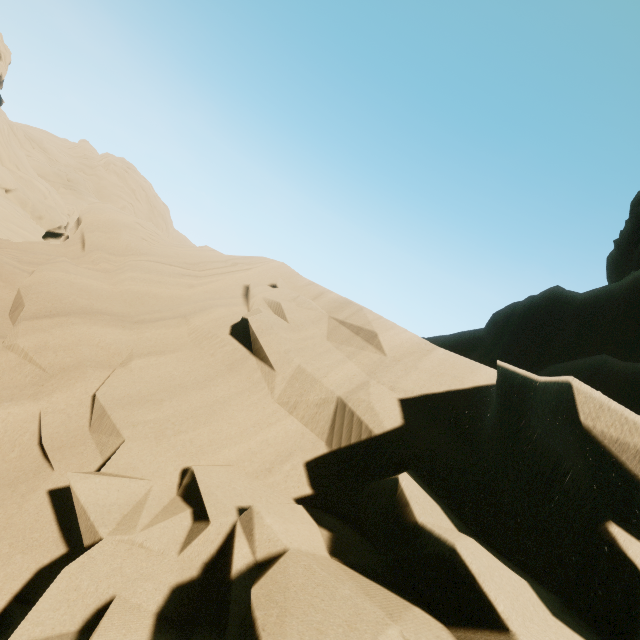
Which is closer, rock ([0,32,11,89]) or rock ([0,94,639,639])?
rock ([0,94,639,639])

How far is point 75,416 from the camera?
3.5m

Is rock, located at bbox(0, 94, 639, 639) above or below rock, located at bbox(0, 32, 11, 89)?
below

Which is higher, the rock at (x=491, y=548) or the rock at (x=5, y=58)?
the rock at (x=5, y=58)

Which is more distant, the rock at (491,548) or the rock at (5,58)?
the rock at (5,58)
